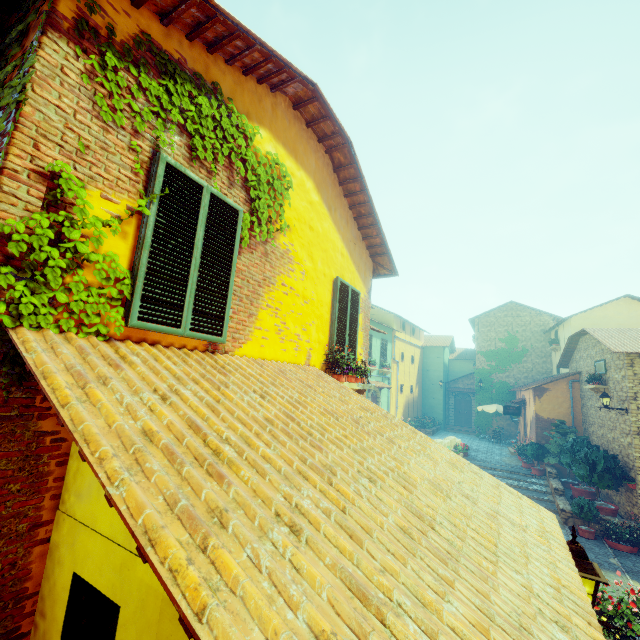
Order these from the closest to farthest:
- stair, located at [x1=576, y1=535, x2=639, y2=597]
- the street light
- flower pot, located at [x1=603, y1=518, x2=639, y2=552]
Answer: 1. the street light
2. stair, located at [x1=576, y1=535, x2=639, y2=597]
3. flower pot, located at [x1=603, y1=518, x2=639, y2=552]

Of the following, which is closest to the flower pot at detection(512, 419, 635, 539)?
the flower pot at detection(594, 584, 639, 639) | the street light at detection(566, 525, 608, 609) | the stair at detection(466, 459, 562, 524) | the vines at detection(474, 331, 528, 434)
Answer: the stair at detection(466, 459, 562, 524)

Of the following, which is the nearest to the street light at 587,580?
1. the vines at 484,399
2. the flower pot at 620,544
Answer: the flower pot at 620,544

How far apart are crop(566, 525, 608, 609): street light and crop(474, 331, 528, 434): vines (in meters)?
25.66

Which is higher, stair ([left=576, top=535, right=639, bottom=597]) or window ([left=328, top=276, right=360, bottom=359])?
window ([left=328, top=276, right=360, bottom=359])

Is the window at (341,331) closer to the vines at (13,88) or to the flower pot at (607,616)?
the vines at (13,88)

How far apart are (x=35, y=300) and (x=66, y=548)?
1.7 meters

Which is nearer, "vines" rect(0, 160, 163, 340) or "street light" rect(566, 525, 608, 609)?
"vines" rect(0, 160, 163, 340)
